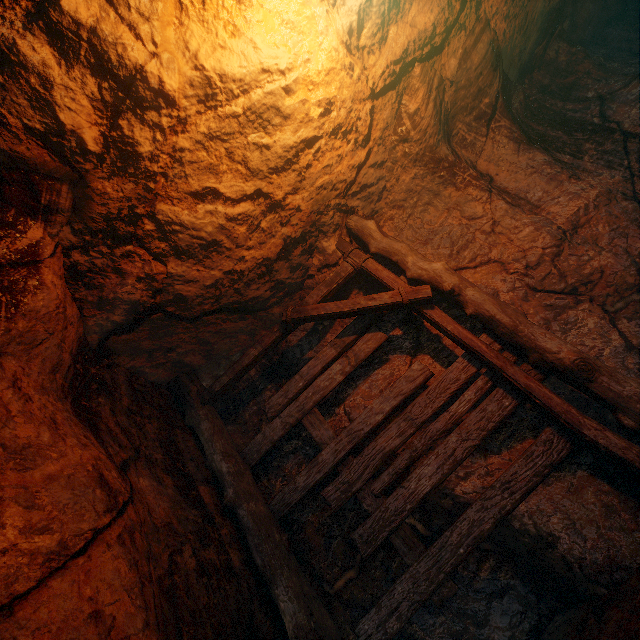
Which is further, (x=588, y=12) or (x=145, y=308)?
(x=588, y=12)
